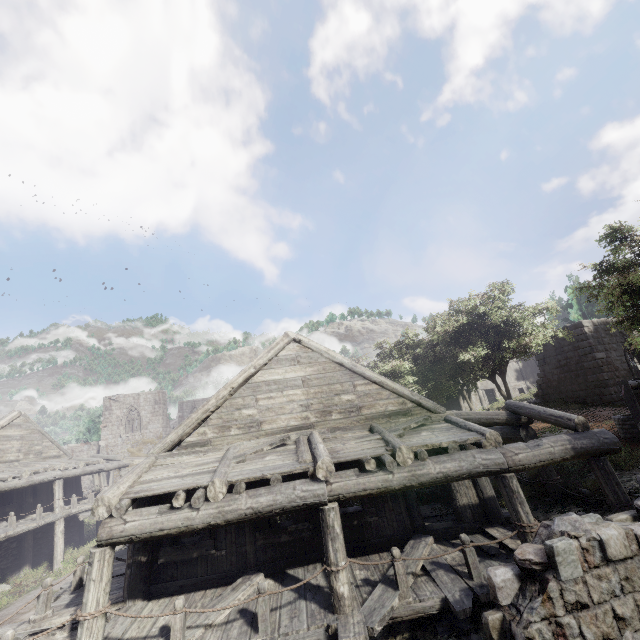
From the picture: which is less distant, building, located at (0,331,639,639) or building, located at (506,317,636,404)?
building, located at (0,331,639,639)

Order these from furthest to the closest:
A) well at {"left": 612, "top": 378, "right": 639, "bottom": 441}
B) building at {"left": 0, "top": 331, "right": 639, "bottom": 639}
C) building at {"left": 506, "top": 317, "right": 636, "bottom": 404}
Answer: building at {"left": 506, "top": 317, "right": 636, "bottom": 404}, well at {"left": 612, "top": 378, "right": 639, "bottom": 441}, building at {"left": 0, "top": 331, "right": 639, "bottom": 639}

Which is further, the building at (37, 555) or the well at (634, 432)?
the well at (634, 432)

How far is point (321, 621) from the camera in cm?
585

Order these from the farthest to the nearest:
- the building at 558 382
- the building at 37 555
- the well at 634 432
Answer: the building at 558 382
the well at 634 432
the building at 37 555

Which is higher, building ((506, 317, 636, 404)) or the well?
building ((506, 317, 636, 404))

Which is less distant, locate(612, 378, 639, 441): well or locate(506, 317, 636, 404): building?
locate(612, 378, 639, 441): well
